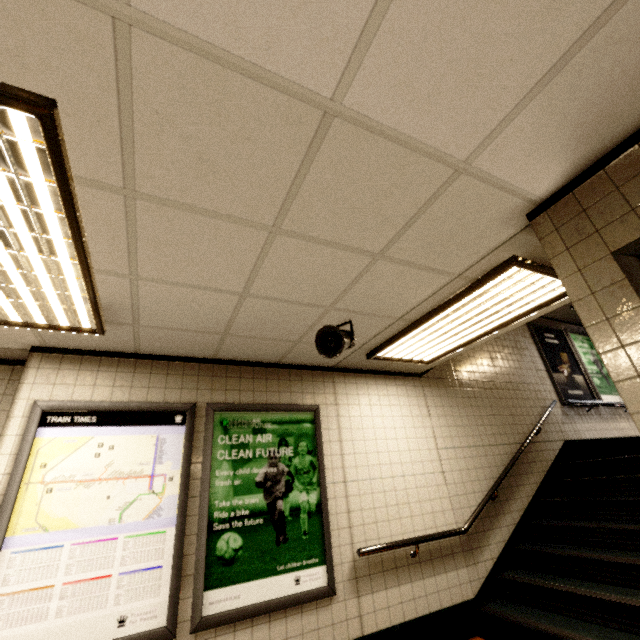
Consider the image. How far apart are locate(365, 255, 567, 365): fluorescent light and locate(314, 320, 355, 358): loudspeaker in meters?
0.6 m

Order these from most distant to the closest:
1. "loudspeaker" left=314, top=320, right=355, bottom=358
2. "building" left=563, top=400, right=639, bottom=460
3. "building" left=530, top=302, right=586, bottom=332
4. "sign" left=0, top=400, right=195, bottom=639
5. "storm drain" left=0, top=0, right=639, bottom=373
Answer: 1. "building" left=530, top=302, right=586, bottom=332
2. "building" left=563, top=400, right=639, bottom=460
3. "loudspeaker" left=314, top=320, right=355, bottom=358
4. "sign" left=0, top=400, right=195, bottom=639
5. "storm drain" left=0, top=0, right=639, bottom=373

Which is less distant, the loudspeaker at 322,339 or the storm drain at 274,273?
the storm drain at 274,273

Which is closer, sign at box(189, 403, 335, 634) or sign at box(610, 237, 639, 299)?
sign at box(610, 237, 639, 299)

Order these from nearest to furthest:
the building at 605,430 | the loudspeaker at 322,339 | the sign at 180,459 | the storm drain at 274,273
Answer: the storm drain at 274,273 → the sign at 180,459 → the loudspeaker at 322,339 → the building at 605,430

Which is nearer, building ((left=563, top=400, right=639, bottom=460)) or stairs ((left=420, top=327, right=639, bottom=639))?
stairs ((left=420, top=327, right=639, bottom=639))

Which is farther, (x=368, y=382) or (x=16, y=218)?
(x=368, y=382)

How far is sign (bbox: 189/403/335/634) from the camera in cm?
272
